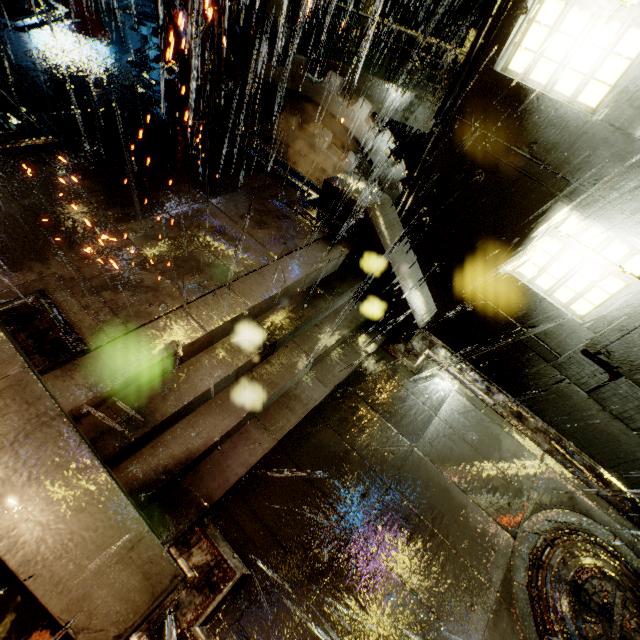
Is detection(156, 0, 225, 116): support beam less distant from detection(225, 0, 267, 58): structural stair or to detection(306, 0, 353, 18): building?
detection(306, 0, 353, 18): building

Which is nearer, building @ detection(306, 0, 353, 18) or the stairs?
the stairs

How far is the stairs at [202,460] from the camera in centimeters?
384cm

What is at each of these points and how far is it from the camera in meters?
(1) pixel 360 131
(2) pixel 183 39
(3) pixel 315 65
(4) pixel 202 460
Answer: (1) gear, 10.0
(2) support beam, 7.4
(3) structural stair, 10.0
(4) stairs, 4.5

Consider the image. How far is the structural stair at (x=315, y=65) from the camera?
9.9 meters

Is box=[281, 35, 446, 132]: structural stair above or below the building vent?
above

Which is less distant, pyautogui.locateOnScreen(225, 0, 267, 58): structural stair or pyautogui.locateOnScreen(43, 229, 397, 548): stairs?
pyautogui.locateOnScreen(43, 229, 397, 548): stairs

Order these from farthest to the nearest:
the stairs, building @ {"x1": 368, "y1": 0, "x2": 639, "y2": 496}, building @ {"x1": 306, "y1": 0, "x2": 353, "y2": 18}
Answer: building @ {"x1": 306, "y1": 0, "x2": 353, "y2": 18}
building @ {"x1": 368, "y1": 0, "x2": 639, "y2": 496}
the stairs
